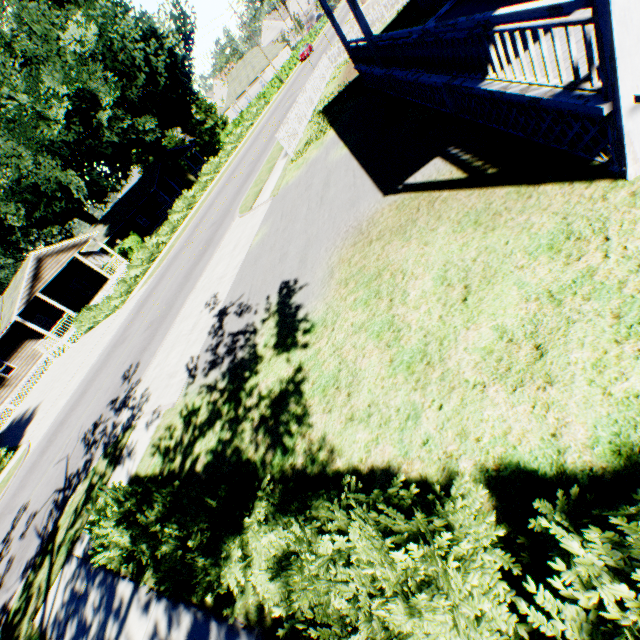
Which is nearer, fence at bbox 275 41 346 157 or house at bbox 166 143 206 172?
fence at bbox 275 41 346 157

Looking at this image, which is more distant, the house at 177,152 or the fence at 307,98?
the house at 177,152

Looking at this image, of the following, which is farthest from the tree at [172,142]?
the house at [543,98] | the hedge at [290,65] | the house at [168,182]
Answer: the house at [543,98]

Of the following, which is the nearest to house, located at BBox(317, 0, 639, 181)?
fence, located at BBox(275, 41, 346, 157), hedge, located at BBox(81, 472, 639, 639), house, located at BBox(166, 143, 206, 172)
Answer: fence, located at BBox(275, 41, 346, 157)

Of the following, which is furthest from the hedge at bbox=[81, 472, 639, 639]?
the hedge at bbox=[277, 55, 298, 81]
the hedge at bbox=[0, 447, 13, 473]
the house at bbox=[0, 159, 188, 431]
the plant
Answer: the house at bbox=[0, 159, 188, 431]

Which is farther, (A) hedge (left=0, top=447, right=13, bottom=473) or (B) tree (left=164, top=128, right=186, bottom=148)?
(B) tree (left=164, top=128, right=186, bottom=148)

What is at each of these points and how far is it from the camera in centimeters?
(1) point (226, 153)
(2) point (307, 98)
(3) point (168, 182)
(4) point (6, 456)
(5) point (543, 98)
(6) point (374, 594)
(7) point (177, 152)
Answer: (1) hedge, 3753cm
(2) fence, 2056cm
(3) house, 5050cm
(4) hedge, 1692cm
(5) house, 434cm
(6) hedge, 275cm
(7) house, 4691cm

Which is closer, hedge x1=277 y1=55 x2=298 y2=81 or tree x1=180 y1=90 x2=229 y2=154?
tree x1=180 y1=90 x2=229 y2=154
